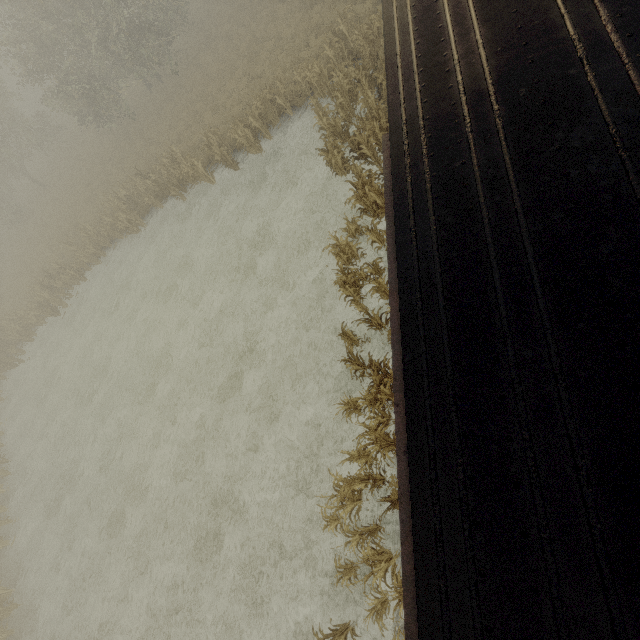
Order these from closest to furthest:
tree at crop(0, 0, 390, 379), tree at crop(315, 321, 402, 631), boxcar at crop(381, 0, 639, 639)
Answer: boxcar at crop(381, 0, 639, 639) < tree at crop(315, 321, 402, 631) < tree at crop(0, 0, 390, 379)

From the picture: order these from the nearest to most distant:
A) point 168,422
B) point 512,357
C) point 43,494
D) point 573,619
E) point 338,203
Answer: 1. point 573,619
2. point 512,357
3. point 338,203
4. point 168,422
5. point 43,494

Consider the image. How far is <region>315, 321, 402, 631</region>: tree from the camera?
6.88m

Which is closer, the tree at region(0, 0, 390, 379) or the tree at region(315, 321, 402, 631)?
the tree at region(315, 321, 402, 631)

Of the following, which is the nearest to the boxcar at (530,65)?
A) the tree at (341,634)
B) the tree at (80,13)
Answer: the tree at (341,634)

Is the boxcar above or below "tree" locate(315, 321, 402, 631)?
above

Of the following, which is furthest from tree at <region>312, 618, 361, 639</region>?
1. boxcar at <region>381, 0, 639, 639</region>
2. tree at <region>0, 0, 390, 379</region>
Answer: tree at <region>0, 0, 390, 379</region>

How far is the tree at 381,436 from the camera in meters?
6.9 m
